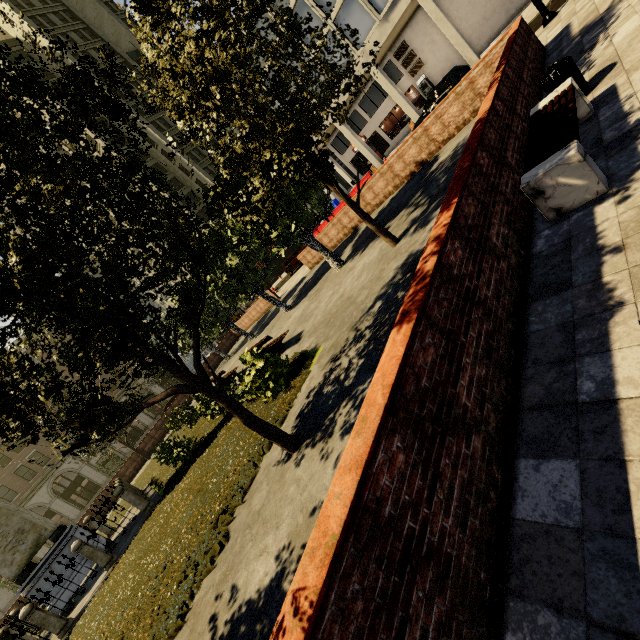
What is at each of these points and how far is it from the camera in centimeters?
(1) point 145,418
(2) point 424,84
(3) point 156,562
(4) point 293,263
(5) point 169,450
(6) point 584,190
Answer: (1) building, 4388cm
(2) atm, 2716cm
(3) plant, 699cm
(4) car, 2994cm
(5) tree, 1198cm
(6) bench, 354cm

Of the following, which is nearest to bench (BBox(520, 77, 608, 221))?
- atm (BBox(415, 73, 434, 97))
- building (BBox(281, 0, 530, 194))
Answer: building (BBox(281, 0, 530, 194))

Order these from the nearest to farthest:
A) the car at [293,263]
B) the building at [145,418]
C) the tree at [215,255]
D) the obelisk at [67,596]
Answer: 1. the tree at [215,255]
2. the obelisk at [67,596]
3. the car at [293,263]
4. the building at [145,418]

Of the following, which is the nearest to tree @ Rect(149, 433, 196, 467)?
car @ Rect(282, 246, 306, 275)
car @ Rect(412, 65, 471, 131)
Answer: car @ Rect(282, 246, 306, 275)

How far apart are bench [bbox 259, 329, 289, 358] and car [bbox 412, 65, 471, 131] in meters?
16.3

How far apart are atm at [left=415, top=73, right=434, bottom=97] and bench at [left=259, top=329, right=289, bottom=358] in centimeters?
2749cm

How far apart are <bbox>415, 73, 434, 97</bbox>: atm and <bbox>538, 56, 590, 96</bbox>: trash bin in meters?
26.7 m

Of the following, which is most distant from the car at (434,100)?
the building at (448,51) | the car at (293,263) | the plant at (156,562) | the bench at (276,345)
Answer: the plant at (156,562)
